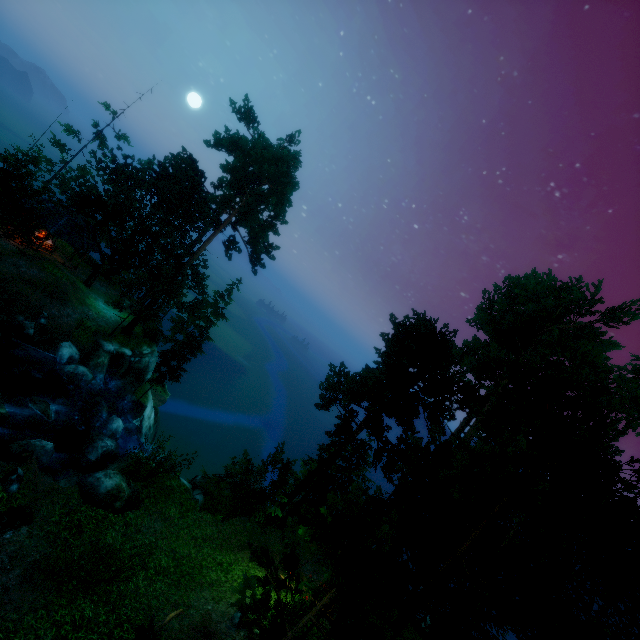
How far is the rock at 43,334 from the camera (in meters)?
21.61

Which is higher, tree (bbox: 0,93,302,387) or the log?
tree (bbox: 0,93,302,387)

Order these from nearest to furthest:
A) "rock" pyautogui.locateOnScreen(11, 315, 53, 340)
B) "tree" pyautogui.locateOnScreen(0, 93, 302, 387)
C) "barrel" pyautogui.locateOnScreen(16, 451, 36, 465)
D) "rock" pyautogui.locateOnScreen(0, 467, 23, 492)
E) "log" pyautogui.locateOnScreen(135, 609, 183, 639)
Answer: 1. "log" pyautogui.locateOnScreen(135, 609, 183, 639)
2. "rock" pyautogui.locateOnScreen(0, 467, 23, 492)
3. "barrel" pyautogui.locateOnScreen(16, 451, 36, 465)
4. "rock" pyautogui.locateOnScreen(11, 315, 53, 340)
5. "tree" pyautogui.locateOnScreen(0, 93, 302, 387)

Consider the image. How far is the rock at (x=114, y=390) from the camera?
26.72m

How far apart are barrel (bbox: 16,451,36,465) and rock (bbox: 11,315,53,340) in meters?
9.8

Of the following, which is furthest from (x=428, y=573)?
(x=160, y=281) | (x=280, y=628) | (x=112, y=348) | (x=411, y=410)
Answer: (x=112, y=348)

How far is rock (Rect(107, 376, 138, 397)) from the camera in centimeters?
2672cm

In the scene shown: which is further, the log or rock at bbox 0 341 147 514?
rock at bbox 0 341 147 514
